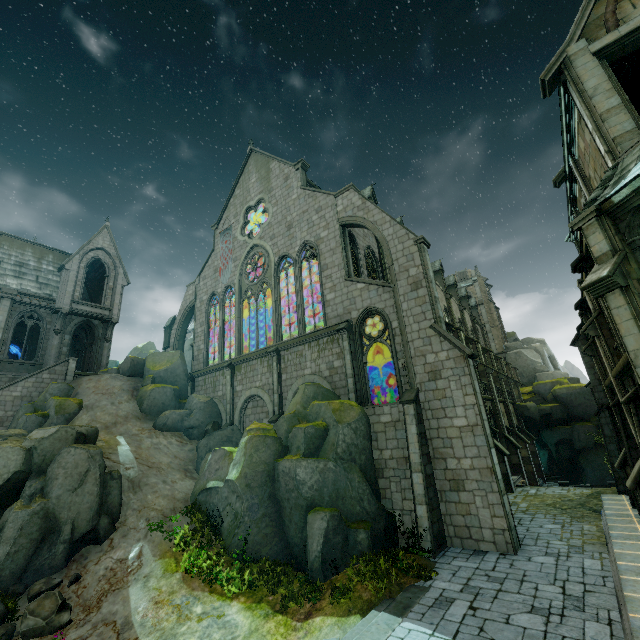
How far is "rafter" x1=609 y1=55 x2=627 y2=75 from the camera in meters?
9.7

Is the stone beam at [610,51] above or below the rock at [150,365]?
above

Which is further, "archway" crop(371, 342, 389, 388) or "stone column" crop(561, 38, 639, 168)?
"archway" crop(371, 342, 389, 388)

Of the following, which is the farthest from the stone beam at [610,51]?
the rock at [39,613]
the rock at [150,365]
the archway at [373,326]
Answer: the rock at [39,613]

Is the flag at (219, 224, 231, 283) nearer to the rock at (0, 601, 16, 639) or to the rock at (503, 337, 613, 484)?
the rock at (0, 601, 16, 639)

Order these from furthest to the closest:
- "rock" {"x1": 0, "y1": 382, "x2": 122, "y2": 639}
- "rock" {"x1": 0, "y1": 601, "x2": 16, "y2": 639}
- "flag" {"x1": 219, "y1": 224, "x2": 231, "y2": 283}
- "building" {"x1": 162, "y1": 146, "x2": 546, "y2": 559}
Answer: "flag" {"x1": 219, "y1": 224, "x2": 231, "y2": 283}
"building" {"x1": 162, "y1": 146, "x2": 546, "y2": 559}
"rock" {"x1": 0, "y1": 382, "x2": 122, "y2": 639}
"rock" {"x1": 0, "y1": 601, "x2": 16, "y2": 639}

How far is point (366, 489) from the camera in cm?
1302
